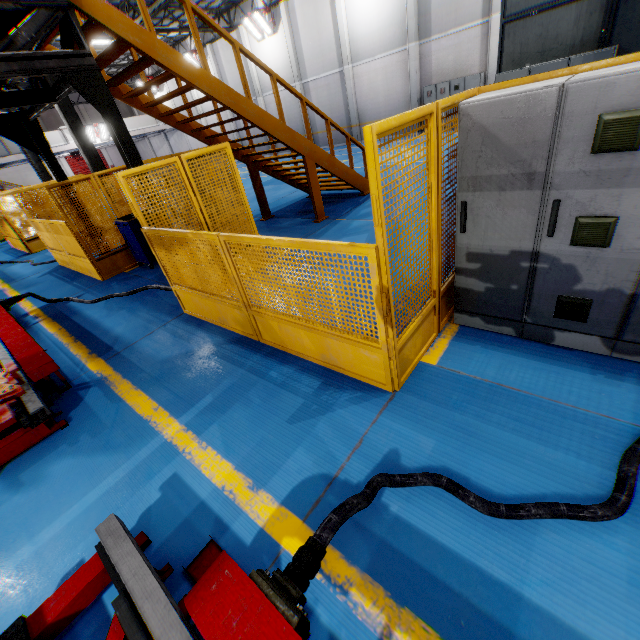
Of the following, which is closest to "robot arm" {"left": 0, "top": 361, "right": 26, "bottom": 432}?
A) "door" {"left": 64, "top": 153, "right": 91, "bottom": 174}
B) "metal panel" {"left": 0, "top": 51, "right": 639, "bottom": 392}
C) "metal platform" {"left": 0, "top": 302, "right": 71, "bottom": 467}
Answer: "metal platform" {"left": 0, "top": 302, "right": 71, "bottom": 467}

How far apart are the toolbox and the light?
19.5 meters

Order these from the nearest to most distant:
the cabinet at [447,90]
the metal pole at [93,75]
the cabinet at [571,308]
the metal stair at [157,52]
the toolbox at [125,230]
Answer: the cabinet at [571,308], the metal pole at [93,75], the metal stair at [157,52], the toolbox at [125,230], the cabinet at [447,90]

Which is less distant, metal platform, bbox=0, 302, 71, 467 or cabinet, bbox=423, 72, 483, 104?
metal platform, bbox=0, 302, 71, 467

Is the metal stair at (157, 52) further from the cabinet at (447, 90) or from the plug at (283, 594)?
the cabinet at (447, 90)

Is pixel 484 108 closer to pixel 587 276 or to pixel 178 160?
pixel 587 276

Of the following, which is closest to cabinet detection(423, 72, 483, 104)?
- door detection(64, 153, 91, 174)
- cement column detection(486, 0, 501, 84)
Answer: cement column detection(486, 0, 501, 84)

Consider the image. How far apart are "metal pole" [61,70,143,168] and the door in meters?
Answer: 40.3 m
